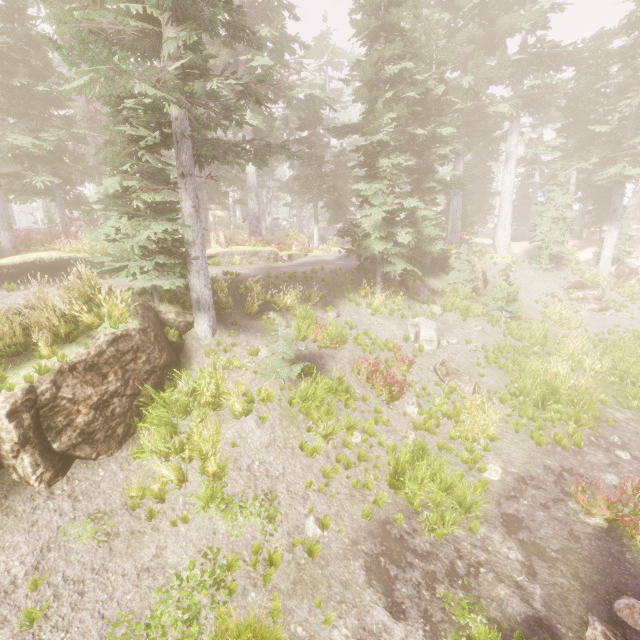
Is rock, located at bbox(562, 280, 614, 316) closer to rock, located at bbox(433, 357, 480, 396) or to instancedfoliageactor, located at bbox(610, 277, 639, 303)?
instancedfoliageactor, located at bbox(610, 277, 639, 303)

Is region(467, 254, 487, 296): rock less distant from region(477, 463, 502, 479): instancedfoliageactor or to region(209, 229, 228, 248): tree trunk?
region(477, 463, 502, 479): instancedfoliageactor

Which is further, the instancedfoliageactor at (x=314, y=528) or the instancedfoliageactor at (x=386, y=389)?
the instancedfoliageactor at (x=386, y=389)

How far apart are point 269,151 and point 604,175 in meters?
23.6

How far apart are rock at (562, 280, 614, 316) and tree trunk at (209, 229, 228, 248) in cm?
2257

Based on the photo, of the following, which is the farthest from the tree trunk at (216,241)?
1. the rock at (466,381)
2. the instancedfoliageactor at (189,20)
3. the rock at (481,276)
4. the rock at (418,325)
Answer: the rock at (466,381)

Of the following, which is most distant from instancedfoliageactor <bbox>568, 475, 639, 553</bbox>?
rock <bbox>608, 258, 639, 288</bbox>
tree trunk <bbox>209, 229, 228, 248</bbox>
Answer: tree trunk <bbox>209, 229, 228, 248</bbox>

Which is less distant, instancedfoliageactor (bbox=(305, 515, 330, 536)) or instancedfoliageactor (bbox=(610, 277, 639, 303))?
instancedfoliageactor (bbox=(305, 515, 330, 536))
